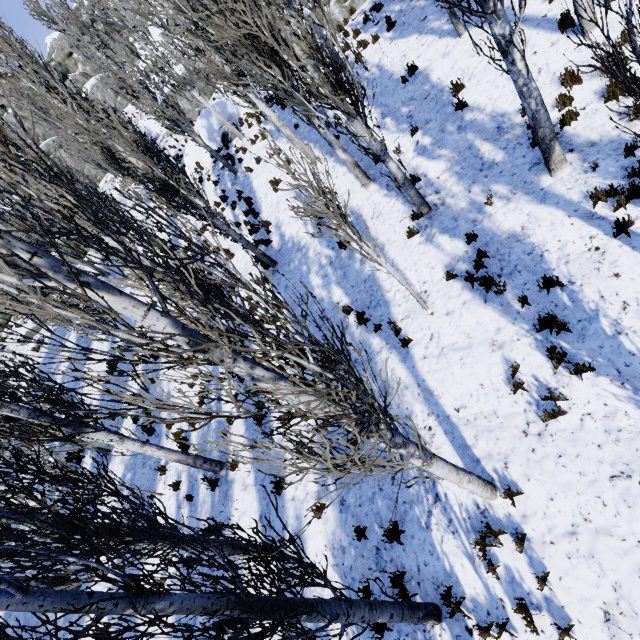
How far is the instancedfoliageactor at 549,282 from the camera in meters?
5.5 m

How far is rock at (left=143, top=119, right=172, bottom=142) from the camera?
31.62m

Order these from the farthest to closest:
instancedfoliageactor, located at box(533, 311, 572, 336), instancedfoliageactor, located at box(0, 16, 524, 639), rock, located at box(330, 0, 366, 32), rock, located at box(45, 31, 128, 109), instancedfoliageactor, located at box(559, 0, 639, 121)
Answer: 1. rock, located at box(45, 31, 128, 109)
2. rock, located at box(330, 0, 366, 32)
3. instancedfoliageactor, located at box(533, 311, 572, 336)
4. instancedfoliageactor, located at box(559, 0, 639, 121)
5. instancedfoliageactor, located at box(0, 16, 524, 639)

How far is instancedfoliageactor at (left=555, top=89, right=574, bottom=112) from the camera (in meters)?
6.70

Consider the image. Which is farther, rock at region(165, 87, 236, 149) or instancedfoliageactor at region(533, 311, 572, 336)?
rock at region(165, 87, 236, 149)

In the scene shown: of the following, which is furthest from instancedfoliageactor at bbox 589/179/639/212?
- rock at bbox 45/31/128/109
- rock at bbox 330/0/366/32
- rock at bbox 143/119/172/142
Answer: rock at bbox 143/119/172/142

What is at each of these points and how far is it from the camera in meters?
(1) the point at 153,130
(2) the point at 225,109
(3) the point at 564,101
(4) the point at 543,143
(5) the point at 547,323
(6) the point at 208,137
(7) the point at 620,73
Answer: (1) rock, 32.8 m
(2) rock, 21.9 m
(3) instancedfoliageactor, 6.8 m
(4) instancedfoliageactor, 6.0 m
(5) instancedfoliageactor, 5.4 m
(6) rock, 21.8 m
(7) instancedfoliageactor, 2.6 m

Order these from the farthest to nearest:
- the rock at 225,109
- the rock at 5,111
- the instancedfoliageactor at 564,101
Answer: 1. the rock at 5,111
2. the rock at 225,109
3. the instancedfoliageactor at 564,101
